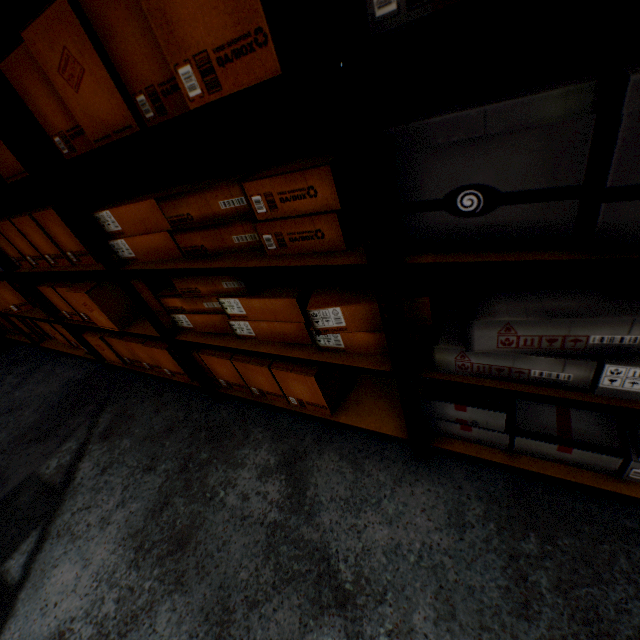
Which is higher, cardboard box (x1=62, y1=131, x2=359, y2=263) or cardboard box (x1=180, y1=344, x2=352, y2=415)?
cardboard box (x1=62, y1=131, x2=359, y2=263)

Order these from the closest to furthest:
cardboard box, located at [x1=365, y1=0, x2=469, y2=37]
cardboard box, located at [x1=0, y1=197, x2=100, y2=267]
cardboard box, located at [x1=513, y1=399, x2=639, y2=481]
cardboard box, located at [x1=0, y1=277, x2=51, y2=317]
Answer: cardboard box, located at [x1=365, y1=0, x2=469, y2=37]
cardboard box, located at [x1=513, y1=399, x2=639, y2=481]
cardboard box, located at [x1=0, y1=197, x2=100, y2=267]
cardboard box, located at [x1=0, y1=277, x2=51, y2=317]

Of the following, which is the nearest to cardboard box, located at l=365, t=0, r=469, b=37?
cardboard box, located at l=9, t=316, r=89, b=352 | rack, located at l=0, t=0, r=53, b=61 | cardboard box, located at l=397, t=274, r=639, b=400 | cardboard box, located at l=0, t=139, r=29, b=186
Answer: rack, located at l=0, t=0, r=53, b=61

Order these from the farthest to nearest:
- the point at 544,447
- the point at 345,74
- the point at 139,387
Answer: the point at 139,387 < the point at 544,447 < the point at 345,74

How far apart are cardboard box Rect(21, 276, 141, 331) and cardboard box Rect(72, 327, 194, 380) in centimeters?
14cm

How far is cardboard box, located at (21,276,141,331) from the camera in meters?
1.8

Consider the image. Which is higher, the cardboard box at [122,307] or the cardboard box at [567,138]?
the cardboard box at [567,138]

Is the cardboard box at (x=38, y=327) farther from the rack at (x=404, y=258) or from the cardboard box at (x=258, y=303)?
the cardboard box at (x=258, y=303)
